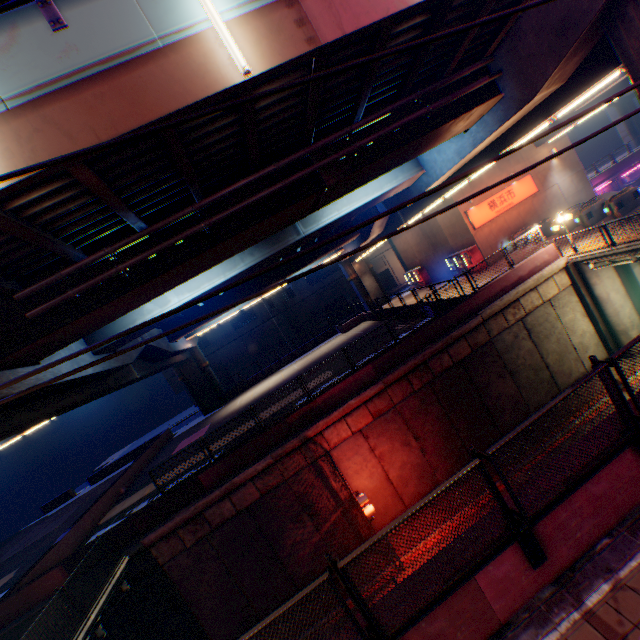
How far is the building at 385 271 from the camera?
49.9 meters

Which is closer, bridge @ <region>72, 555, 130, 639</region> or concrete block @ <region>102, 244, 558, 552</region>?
bridge @ <region>72, 555, 130, 639</region>

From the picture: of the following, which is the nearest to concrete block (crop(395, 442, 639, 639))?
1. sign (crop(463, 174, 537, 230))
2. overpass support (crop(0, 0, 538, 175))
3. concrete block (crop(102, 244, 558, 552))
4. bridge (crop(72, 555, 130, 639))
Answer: overpass support (crop(0, 0, 538, 175))

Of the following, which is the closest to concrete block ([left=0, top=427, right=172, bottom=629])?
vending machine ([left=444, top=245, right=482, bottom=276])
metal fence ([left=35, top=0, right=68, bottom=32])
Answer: vending machine ([left=444, top=245, right=482, bottom=276])

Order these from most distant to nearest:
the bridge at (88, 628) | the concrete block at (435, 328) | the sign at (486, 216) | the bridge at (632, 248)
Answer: the sign at (486, 216) < the bridge at (632, 248) < the concrete block at (435, 328) < the bridge at (88, 628)

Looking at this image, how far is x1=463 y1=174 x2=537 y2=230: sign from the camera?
25.1 meters

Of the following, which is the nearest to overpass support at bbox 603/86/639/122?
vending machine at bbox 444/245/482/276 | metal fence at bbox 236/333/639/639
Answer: metal fence at bbox 236/333/639/639

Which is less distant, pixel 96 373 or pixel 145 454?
pixel 96 373
